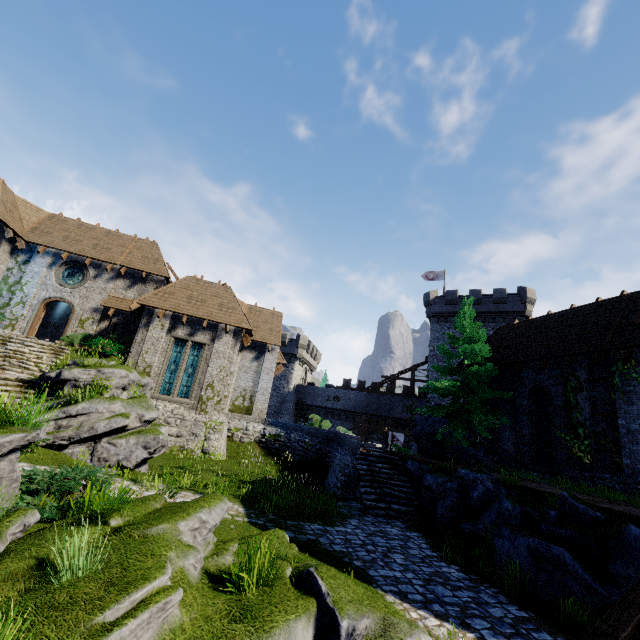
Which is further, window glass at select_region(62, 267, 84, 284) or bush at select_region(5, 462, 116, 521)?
window glass at select_region(62, 267, 84, 284)

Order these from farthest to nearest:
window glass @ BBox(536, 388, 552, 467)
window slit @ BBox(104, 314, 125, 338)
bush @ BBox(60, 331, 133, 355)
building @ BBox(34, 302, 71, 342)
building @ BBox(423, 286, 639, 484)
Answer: building @ BBox(34, 302, 71, 342) < window slit @ BBox(104, 314, 125, 338) < bush @ BBox(60, 331, 133, 355) < window glass @ BBox(536, 388, 552, 467) < building @ BBox(423, 286, 639, 484)

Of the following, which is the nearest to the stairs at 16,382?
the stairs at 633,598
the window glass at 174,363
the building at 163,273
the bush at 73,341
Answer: the bush at 73,341

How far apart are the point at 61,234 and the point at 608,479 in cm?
3311

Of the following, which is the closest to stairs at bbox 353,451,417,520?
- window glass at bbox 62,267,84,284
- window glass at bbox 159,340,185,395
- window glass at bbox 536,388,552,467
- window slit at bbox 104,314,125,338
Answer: window glass at bbox 536,388,552,467

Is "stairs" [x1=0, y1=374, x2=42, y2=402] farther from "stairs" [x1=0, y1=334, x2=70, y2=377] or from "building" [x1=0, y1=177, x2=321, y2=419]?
"building" [x1=0, y1=177, x2=321, y2=419]

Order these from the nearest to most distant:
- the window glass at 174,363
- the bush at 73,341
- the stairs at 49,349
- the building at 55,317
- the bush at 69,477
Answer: the bush at 69,477
the stairs at 49,349
the bush at 73,341
the window glass at 174,363
the building at 55,317

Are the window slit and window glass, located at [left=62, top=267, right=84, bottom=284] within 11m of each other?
yes
